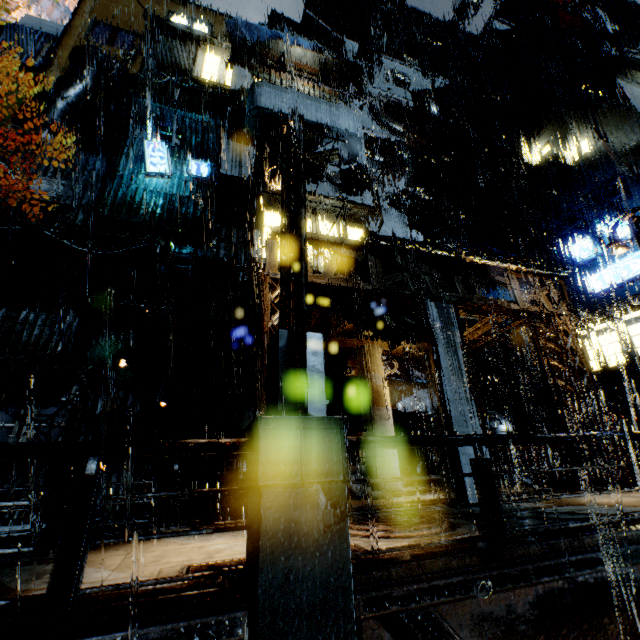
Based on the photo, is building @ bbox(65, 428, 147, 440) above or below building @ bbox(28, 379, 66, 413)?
below

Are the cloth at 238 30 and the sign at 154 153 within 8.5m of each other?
yes

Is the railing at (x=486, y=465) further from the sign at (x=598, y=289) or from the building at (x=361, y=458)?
the sign at (x=598, y=289)

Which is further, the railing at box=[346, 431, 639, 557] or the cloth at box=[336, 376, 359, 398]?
the cloth at box=[336, 376, 359, 398]

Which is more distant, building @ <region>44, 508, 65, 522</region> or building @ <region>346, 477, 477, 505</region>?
building @ <region>44, 508, 65, 522</region>

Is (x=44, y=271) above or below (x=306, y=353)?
above

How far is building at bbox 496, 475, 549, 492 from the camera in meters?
12.1 m

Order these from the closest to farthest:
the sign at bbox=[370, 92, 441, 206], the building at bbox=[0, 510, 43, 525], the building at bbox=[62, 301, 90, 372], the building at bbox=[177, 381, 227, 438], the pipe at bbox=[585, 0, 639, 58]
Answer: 1. the building at bbox=[0, 510, 43, 525]
2. the building at bbox=[62, 301, 90, 372]
3. the building at bbox=[177, 381, 227, 438]
4. the sign at bbox=[370, 92, 441, 206]
5. the pipe at bbox=[585, 0, 639, 58]
